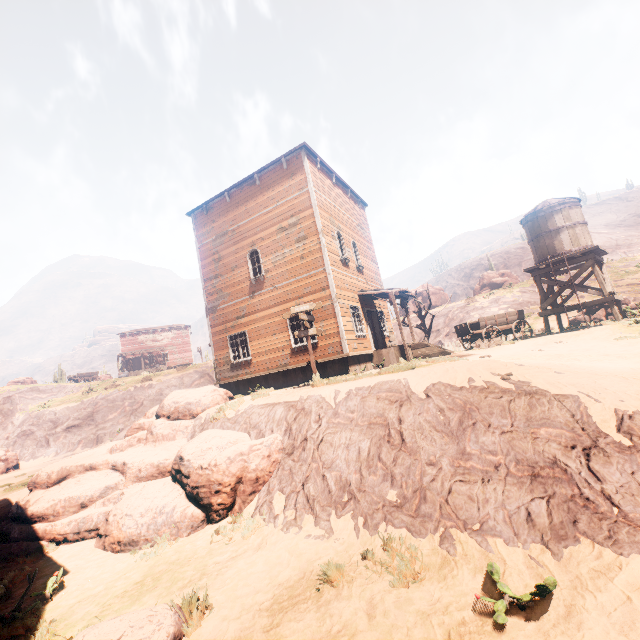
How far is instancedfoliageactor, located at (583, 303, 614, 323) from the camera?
17.62m

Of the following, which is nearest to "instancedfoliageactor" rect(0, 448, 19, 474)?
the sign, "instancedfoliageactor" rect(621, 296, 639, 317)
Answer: the sign

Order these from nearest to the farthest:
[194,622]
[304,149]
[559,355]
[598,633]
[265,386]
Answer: [598,633] → [194,622] → [559,355] → [304,149] → [265,386]

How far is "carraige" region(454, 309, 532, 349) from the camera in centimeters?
1609cm

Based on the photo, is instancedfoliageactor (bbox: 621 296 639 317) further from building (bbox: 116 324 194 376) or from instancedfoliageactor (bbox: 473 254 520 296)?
instancedfoliageactor (bbox: 473 254 520 296)

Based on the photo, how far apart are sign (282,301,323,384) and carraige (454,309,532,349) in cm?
821

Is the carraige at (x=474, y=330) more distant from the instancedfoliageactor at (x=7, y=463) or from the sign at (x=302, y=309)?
the instancedfoliageactor at (x=7, y=463)

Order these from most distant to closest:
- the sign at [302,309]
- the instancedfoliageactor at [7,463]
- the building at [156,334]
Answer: the building at [156,334], the instancedfoliageactor at [7,463], the sign at [302,309]
